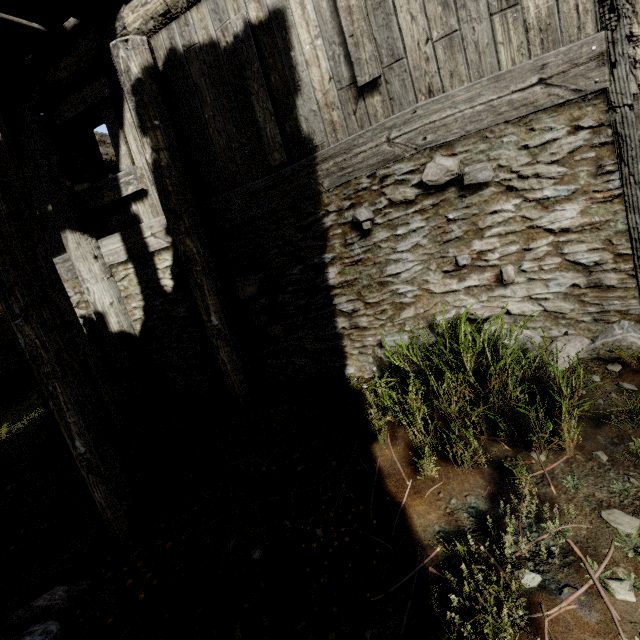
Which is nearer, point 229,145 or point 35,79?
point 229,145

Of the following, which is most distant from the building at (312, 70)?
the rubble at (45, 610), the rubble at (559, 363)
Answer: the rubble at (559, 363)

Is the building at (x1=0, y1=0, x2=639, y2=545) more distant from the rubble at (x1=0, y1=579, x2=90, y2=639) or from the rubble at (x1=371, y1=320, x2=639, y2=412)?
the rubble at (x1=371, y1=320, x2=639, y2=412)

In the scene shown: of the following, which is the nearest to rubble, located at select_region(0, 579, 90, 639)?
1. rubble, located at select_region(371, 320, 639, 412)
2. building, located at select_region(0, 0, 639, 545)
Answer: building, located at select_region(0, 0, 639, 545)

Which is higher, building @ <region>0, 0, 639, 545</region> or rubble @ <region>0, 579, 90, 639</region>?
building @ <region>0, 0, 639, 545</region>

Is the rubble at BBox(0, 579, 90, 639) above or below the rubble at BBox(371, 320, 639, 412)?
below

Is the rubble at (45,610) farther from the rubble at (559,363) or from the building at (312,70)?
the rubble at (559,363)
